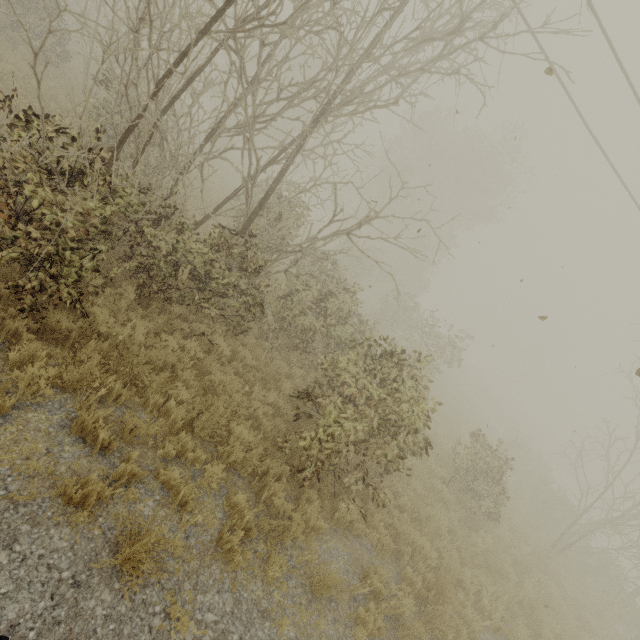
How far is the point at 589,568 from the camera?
15.3m
